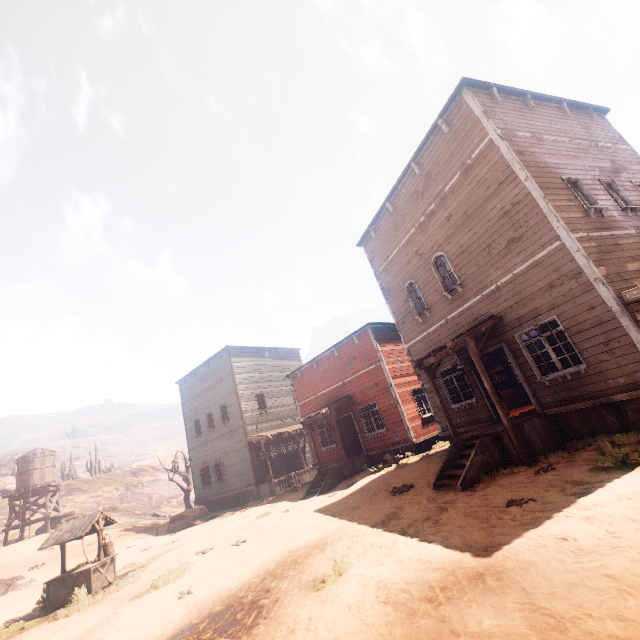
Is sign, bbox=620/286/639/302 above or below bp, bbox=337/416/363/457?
above

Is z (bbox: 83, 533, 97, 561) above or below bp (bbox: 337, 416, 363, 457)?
below

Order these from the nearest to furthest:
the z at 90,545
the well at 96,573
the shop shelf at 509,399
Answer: the well at 96,573, the shop shelf at 509,399, the z at 90,545

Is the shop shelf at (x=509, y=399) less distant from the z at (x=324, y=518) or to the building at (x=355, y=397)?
the building at (x=355, y=397)

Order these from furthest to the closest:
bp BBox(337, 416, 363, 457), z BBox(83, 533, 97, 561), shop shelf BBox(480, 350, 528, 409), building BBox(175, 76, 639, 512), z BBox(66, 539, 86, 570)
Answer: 1. bp BBox(337, 416, 363, 457)
2. z BBox(83, 533, 97, 561)
3. z BBox(66, 539, 86, 570)
4. shop shelf BBox(480, 350, 528, 409)
5. building BBox(175, 76, 639, 512)

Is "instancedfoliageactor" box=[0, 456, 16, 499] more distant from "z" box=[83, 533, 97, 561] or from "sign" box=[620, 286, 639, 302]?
"sign" box=[620, 286, 639, 302]

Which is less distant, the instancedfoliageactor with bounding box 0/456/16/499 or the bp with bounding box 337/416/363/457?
the bp with bounding box 337/416/363/457

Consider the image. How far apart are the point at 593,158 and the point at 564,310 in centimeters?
666cm
